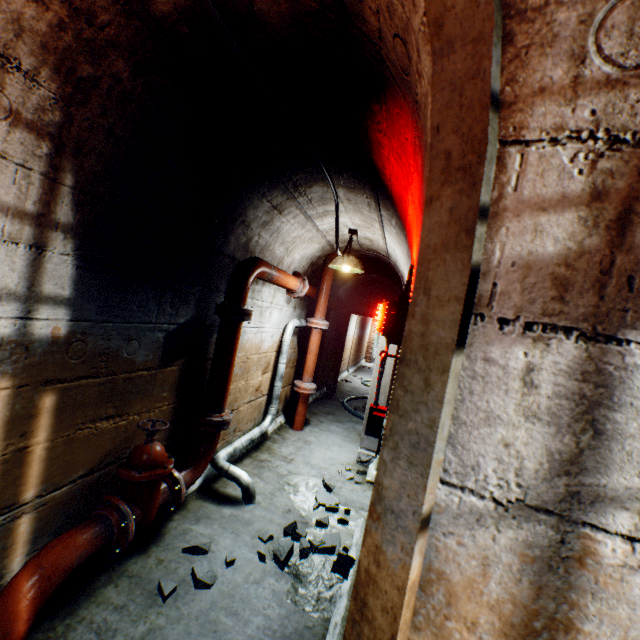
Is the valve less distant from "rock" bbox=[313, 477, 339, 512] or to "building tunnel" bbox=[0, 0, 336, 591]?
"building tunnel" bbox=[0, 0, 336, 591]

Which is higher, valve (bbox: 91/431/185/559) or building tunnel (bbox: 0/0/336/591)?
building tunnel (bbox: 0/0/336/591)

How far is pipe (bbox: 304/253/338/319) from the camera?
5.1m

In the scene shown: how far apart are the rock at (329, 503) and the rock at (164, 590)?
1.5m

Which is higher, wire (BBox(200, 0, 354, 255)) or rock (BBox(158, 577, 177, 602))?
wire (BBox(200, 0, 354, 255))

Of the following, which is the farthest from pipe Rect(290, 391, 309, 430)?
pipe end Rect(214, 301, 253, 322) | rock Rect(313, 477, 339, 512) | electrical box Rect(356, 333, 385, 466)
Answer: electrical box Rect(356, 333, 385, 466)

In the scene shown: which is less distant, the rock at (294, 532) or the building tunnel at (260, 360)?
the rock at (294, 532)

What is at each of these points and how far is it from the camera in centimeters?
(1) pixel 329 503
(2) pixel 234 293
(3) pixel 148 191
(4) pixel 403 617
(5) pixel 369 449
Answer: (1) rock, 318cm
(2) pipe, 300cm
(3) building tunnel, 197cm
(4) building tunnel, 62cm
(5) electrical box, 450cm
